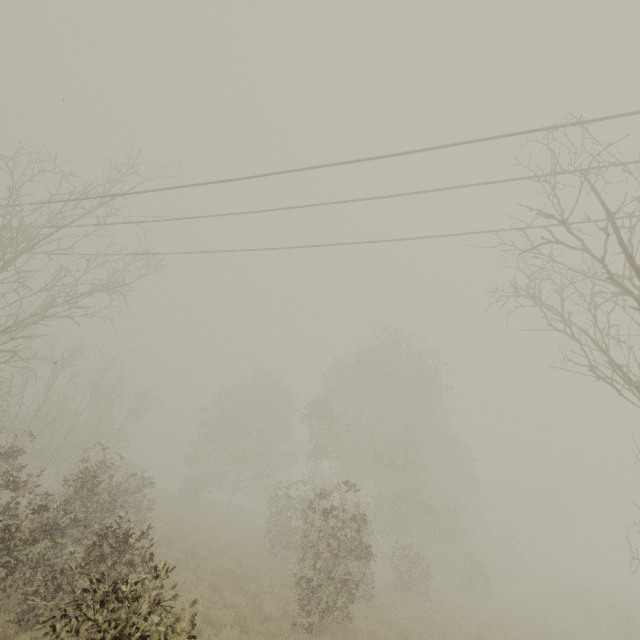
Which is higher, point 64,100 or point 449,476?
point 64,100

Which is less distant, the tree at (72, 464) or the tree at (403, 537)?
the tree at (72, 464)

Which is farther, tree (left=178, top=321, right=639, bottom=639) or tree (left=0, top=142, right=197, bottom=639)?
tree (left=178, top=321, right=639, bottom=639)
